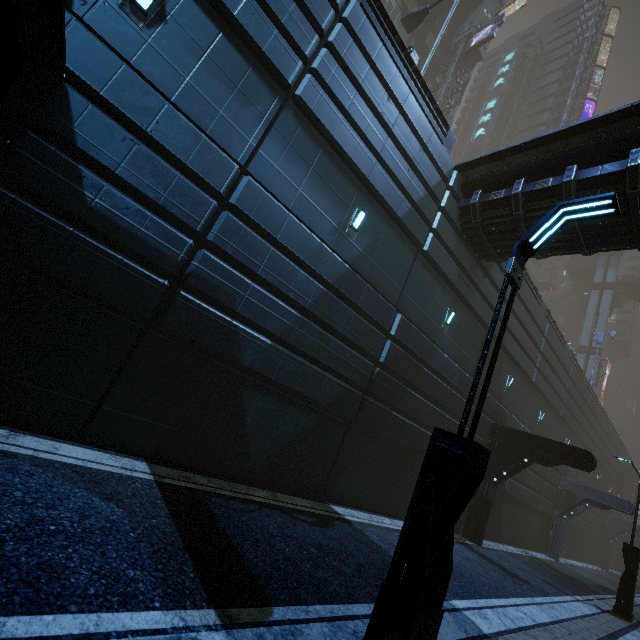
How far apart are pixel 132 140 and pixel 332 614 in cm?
760

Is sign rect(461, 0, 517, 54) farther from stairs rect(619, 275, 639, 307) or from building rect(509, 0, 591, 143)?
stairs rect(619, 275, 639, 307)

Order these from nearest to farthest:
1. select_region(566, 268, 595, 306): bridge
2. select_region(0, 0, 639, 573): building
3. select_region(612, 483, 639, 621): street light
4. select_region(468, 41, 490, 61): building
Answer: select_region(0, 0, 639, 573): building → select_region(612, 483, 639, 621): street light → select_region(468, 41, 490, 61): building → select_region(566, 268, 595, 306): bridge

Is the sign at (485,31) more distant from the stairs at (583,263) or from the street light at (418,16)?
the stairs at (583,263)

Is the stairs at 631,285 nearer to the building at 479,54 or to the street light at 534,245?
the building at 479,54

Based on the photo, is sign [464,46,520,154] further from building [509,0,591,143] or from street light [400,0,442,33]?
street light [400,0,442,33]

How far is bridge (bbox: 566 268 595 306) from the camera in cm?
4994

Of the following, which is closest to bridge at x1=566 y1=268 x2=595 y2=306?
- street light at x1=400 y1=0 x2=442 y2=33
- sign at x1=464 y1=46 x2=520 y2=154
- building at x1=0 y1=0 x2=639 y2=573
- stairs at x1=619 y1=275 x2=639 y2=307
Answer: stairs at x1=619 y1=275 x2=639 y2=307
